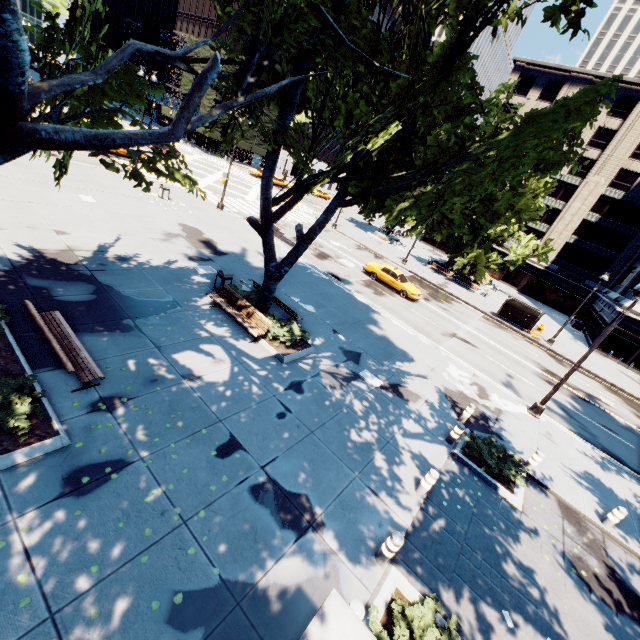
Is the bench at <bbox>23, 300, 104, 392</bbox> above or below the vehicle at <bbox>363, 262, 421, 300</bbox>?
above

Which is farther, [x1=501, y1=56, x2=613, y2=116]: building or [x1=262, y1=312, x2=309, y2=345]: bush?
[x1=501, y1=56, x2=613, y2=116]: building

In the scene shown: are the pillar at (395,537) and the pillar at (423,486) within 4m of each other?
yes

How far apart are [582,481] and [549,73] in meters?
63.9

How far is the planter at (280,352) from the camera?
11.73m

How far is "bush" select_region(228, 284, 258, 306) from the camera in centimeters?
1394cm

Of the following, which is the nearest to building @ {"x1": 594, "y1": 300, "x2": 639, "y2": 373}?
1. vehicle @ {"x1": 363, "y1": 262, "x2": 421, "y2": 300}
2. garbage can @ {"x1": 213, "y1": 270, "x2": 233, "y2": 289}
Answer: vehicle @ {"x1": 363, "y1": 262, "x2": 421, "y2": 300}

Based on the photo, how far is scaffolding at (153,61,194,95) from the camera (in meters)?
54.75
